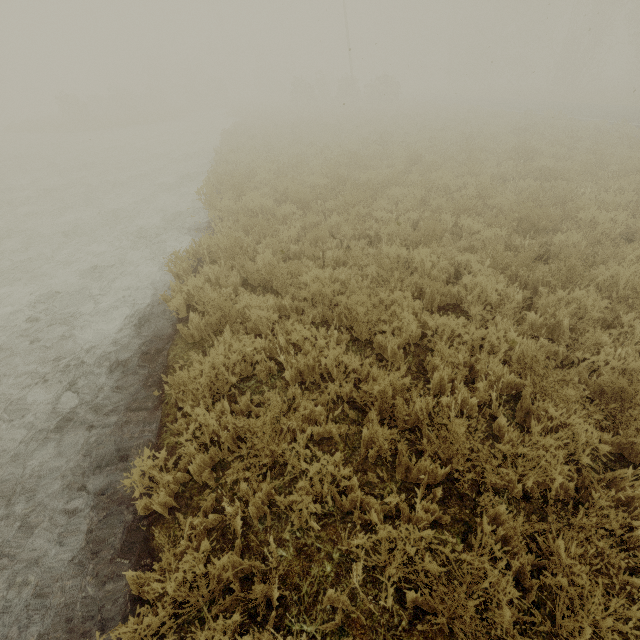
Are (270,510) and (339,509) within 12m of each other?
yes
